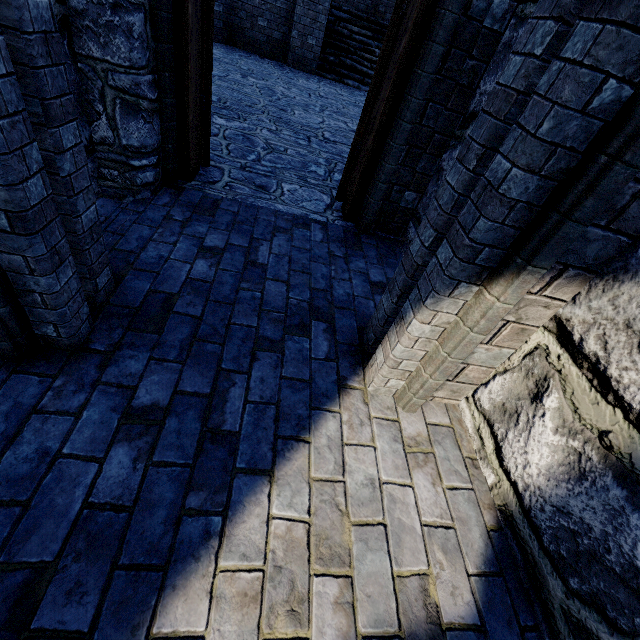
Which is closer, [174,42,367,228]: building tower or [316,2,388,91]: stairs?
[174,42,367,228]: building tower

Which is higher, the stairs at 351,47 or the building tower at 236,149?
the stairs at 351,47

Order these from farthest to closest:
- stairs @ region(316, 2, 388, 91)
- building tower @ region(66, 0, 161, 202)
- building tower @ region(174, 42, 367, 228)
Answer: stairs @ region(316, 2, 388, 91)
building tower @ region(174, 42, 367, 228)
building tower @ region(66, 0, 161, 202)

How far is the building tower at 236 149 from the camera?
3.65m

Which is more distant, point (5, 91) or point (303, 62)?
point (303, 62)

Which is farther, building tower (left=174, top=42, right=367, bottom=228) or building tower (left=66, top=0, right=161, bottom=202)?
building tower (left=174, top=42, right=367, bottom=228)

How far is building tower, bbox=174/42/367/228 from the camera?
3.6m
